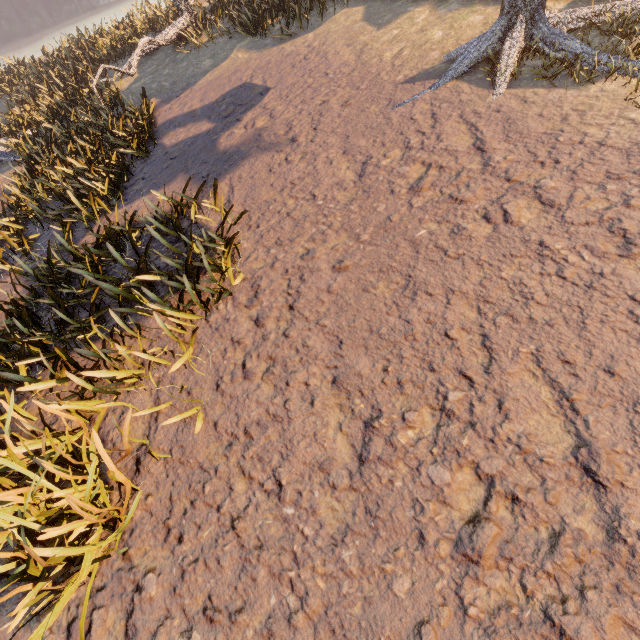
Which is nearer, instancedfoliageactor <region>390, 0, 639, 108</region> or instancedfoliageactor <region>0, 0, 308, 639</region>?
instancedfoliageactor <region>0, 0, 308, 639</region>

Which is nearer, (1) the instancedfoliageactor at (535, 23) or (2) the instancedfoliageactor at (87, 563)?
(2) the instancedfoliageactor at (87, 563)

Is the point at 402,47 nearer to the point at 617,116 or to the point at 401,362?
the point at 617,116
